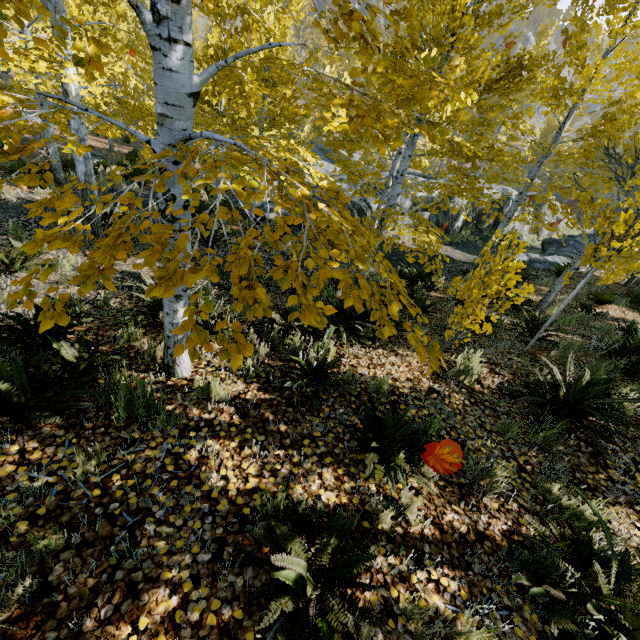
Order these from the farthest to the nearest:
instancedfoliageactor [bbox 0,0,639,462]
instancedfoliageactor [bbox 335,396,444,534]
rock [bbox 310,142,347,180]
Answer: rock [bbox 310,142,347,180], instancedfoliageactor [bbox 335,396,444,534], instancedfoliageactor [bbox 0,0,639,462]

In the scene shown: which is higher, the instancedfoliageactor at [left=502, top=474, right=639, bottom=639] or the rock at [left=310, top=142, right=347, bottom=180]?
the instancedfoliageactor at [left=502, top=474, right=639, bottom=639]

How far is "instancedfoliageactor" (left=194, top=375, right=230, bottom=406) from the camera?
3.10m

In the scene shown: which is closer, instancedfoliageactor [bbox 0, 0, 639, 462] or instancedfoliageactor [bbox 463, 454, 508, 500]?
instancedfoliageactor [bbox 0, 0, 639, 462]

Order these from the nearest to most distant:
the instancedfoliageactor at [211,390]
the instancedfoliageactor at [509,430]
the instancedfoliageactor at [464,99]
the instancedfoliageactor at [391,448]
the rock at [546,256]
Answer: the instancedfoliageactor at [464,99] → the instancedfoliageactor at [391,448] → the instancedfoliageactor at [211,390] → the instancedfoliageactor at [509,430] → the rock at [546,256]

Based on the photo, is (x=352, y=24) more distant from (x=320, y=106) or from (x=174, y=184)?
(x=320, y=106)

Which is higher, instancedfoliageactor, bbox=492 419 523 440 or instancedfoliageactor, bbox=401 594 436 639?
instancedfoliageactor, bbox=401 594 436 639

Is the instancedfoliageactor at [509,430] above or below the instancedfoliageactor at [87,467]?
below
